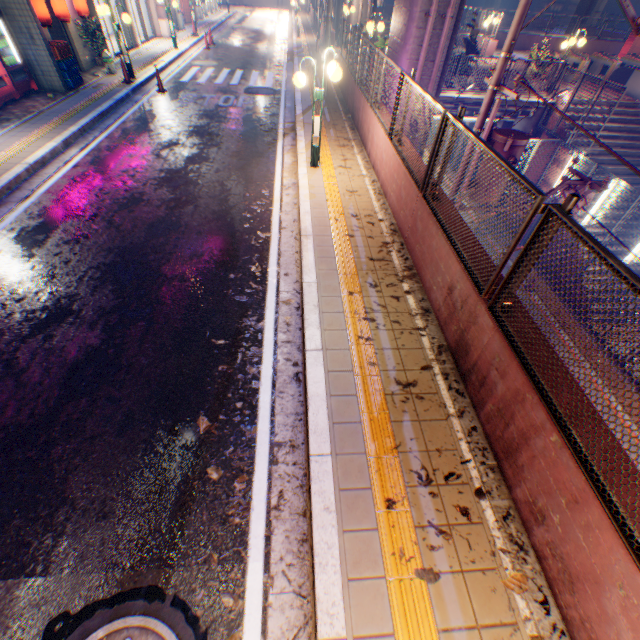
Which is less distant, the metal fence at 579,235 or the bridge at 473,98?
the metal fence at 579,235

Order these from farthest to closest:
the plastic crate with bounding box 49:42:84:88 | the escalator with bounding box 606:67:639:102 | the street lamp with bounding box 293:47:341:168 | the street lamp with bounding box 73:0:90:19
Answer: the escalator with bounding box 606:67:639:102
the street lamp with bounding box 73:0:90:19
the plastic crate with bounding box 49:42:84:88
the street lamp with bounding box 293:47:341:168

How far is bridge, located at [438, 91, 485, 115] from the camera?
14.9 meters

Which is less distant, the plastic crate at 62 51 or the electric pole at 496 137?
the electric pole at 496 137

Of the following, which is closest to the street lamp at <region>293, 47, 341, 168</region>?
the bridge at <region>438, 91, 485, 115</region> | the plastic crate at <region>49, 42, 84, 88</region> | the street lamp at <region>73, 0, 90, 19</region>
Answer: the bridge at <region>438, 91, 485, 115</region>

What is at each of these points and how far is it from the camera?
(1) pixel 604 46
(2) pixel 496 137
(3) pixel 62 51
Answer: (1) concrete block, 25.9m
(2) electric pole, 7.5m
(3) plastic crate, 11.1m

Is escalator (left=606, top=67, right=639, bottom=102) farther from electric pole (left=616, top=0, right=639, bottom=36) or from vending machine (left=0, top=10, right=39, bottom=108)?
vending machine (left=0, top=10, right=39, bottom=108)

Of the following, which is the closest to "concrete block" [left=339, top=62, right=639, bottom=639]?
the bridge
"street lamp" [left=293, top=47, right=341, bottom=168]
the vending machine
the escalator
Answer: the bridge
